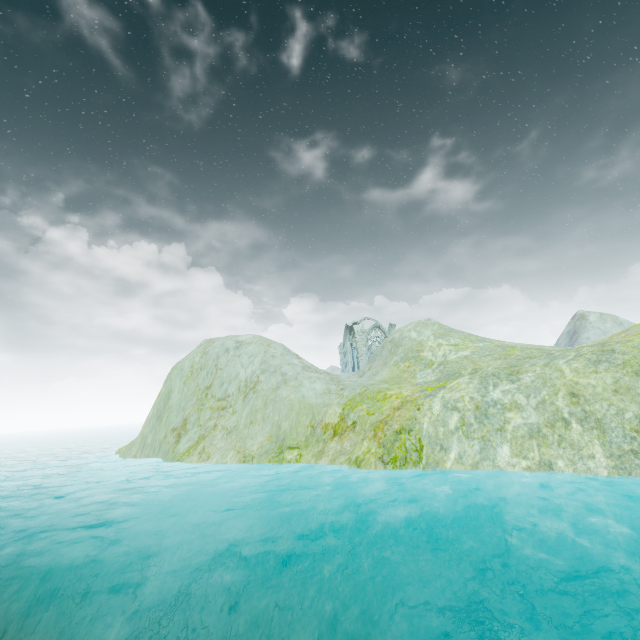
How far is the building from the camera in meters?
47.4

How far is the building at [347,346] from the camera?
47.44m

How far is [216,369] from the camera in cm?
2233
